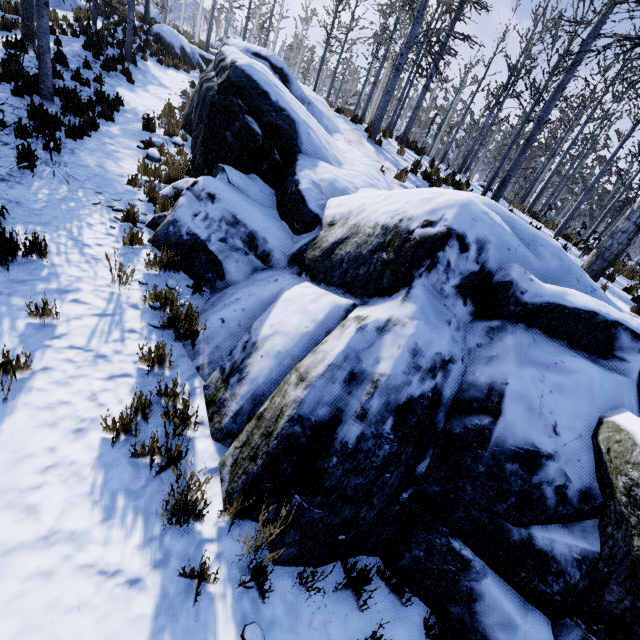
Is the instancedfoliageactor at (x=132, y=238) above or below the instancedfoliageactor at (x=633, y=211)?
below

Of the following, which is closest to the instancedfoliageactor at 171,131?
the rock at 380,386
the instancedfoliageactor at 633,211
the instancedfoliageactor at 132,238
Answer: the rock at 380,386

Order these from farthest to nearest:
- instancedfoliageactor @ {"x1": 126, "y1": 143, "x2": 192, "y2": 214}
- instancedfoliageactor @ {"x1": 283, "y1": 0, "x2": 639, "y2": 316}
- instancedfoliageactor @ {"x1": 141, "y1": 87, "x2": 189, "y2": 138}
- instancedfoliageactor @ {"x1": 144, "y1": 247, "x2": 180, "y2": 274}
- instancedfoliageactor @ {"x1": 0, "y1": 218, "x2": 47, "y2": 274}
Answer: instancedfoliageactor @ {"x1": 141, "y1": 87, "x2": 189, "y2": 138}, instancedfoliageactor @ {"x1": 283, "y1": 0, "x2": 639, "y2": 316}, instancedfoliageactor @ {"x1": 126, "y1": 143, "x2": 192, "y2": 214}, instancedfoliageactor @ {"x1": 144, "y1": 247, "x2": 180, "y2": 274}, instancedfoliageactor @ {"x1": 0, "y1": 218, "x2": 47, "y2": 274}

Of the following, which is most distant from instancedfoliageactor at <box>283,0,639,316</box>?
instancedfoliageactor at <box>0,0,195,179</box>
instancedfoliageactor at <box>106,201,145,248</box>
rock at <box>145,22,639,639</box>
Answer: instancedfoliageactor at <box>106,201,145,248</box>

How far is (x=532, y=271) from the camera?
3.6m

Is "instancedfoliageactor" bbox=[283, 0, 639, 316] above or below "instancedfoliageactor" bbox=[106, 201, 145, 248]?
above

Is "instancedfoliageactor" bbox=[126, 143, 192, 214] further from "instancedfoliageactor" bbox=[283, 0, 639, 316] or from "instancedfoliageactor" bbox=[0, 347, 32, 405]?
"instancedfoliageactor" bbox=[0, 347, 32, 405]

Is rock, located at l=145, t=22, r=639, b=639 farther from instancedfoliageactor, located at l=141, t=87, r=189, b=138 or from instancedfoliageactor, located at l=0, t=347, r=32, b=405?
instancedfoliageactor, located at l=0, t=347, r=32, b=405
